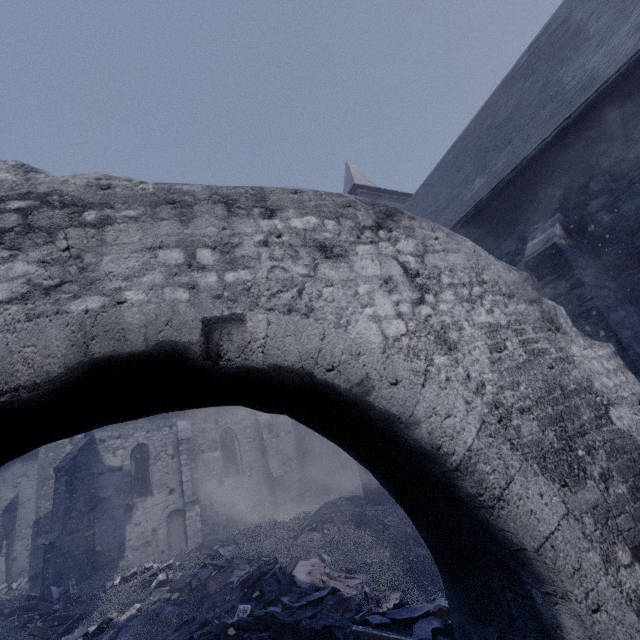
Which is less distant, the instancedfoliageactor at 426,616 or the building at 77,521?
the instancedfoliageactor at 426,616

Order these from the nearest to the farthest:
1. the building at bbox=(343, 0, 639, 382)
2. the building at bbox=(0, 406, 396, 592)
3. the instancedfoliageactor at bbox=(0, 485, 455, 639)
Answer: the instancedfoliageactor at bbox=(0, 485, 455, 639), the building at bbox=(343, 0, 639, 382), the building at bbox=(0, 406, 396, 592)

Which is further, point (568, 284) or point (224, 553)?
point (224, 553)

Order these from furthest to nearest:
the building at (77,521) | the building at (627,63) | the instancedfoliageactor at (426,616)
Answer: the building at (77,521)
the building at (627,63)
the instancedfoliageactor at (426,616)

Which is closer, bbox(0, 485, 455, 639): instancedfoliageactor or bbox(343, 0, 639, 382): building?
bbox(0, 485, 455, 639): instancedfoliageactor

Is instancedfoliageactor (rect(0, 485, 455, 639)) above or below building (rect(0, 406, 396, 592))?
below
